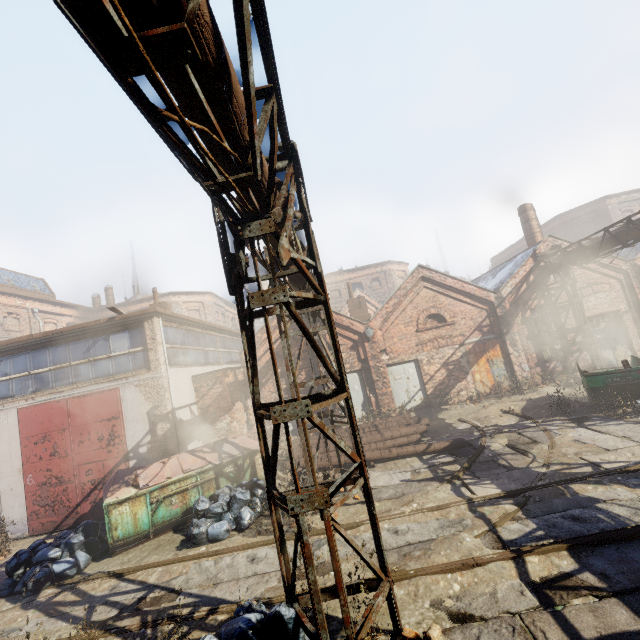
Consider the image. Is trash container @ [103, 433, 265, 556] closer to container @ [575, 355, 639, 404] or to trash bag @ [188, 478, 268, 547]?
trash bag @ [188, 478, 268, 547]

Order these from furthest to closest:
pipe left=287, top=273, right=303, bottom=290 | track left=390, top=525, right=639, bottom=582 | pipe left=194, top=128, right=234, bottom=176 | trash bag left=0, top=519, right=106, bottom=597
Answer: pipe left=287, top=273, right=303, bottom=290 < trash bag left=0, top=519, right=106, bottom=597 < track left=390, top=525, right=639, bottom=582 < pipe left=194, top=128, right=234, bottom=176

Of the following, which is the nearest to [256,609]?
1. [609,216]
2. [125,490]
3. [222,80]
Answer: [125,490]

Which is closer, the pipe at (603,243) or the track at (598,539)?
the track at (598,539)

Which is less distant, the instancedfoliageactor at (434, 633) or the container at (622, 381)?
the instancedfoliageactor at (434, 633)

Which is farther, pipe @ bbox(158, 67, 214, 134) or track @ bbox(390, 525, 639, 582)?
track @ bbox(390, 525, 639, 582)

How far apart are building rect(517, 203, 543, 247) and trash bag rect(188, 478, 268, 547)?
19.53m

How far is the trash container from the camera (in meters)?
8.17
